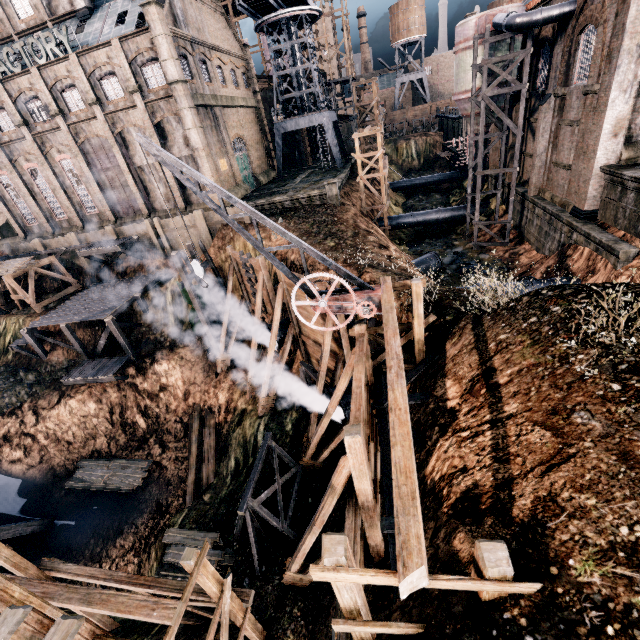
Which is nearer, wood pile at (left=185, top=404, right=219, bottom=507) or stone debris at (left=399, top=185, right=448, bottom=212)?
wood pile at (left=185, top=404, right=219, bottom=507)

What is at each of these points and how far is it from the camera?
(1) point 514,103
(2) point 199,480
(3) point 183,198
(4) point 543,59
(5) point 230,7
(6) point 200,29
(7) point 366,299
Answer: (1) building, 27.3 meters
(2) wood pile, 20.7 meters
(3) building, 33.6 meters
(4) building, 23.9 meters
(5) wooden scaffolding, 45.2 meters
(6) building, 31.4 meters
(7) crane, 10.9 meters

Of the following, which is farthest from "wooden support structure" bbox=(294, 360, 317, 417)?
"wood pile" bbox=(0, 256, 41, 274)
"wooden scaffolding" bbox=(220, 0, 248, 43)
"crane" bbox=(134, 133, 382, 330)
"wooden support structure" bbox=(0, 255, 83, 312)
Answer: "wooden scaffolding" bbox=(220, 0, 248, 43)

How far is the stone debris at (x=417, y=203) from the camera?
45.81m

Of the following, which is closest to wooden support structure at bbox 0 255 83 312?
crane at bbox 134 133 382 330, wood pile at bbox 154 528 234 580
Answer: wood pile at bbox 154 528 234 580

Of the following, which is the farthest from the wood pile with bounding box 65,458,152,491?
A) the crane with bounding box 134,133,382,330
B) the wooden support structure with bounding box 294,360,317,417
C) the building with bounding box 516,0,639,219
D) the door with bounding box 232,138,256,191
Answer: the building with bounding box 516,0,639,219

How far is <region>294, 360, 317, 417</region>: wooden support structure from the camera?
18.42m

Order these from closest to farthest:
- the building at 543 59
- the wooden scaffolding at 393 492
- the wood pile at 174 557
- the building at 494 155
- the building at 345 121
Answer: the wooden scaffolding at 393 492
the wood pile at 174 557
the building at 543 59
the building at 494 155
the building at 345 121
